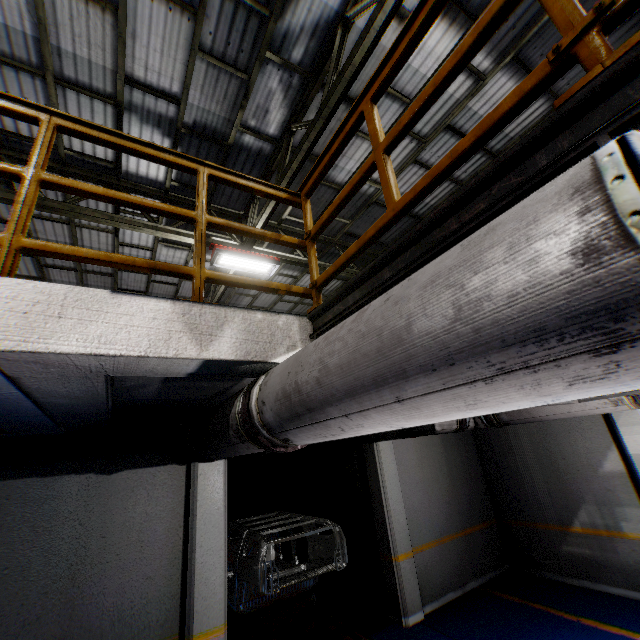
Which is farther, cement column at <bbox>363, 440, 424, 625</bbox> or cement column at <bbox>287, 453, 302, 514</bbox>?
cement column at <bbox>287, 453, 302, 514</bbox>

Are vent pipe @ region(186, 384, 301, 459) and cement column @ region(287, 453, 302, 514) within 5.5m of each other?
no

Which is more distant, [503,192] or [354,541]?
[354,541]

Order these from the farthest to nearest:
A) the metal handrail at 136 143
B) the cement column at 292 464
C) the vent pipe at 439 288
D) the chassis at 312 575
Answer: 1. the cement column at 292 464
2. the chassis at 312 575
3. the metal handrail at 136 143
4. the vent pipe at 439 288

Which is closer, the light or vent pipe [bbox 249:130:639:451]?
vent pipe [bbox 249:130:639:451]

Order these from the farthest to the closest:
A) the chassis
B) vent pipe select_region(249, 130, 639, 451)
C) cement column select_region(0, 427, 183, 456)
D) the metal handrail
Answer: the chassis → cement column select_region(0, 427, 183, 456) → the metal handrail → vent pipe select_region(249, 130, 639, 451)

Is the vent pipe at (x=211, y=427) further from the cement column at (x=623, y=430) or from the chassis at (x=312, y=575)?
the cement column at (x=623, y=430)

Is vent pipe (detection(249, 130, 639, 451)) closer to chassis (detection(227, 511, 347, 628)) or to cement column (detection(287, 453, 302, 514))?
chassis (detection(227, 511, 347, 628))
